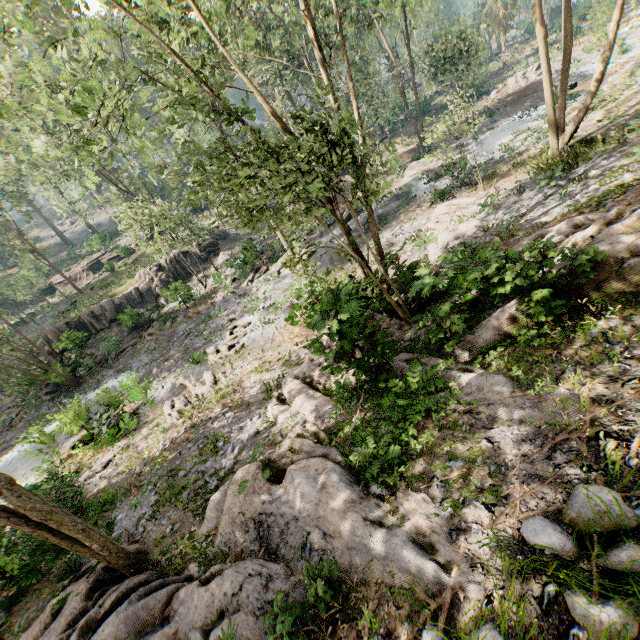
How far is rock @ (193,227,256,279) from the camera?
33.1m

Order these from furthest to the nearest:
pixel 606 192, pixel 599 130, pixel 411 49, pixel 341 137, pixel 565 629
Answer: pixel 411 49
pixel 599 130
pixel 606 192
pixel 341 137
pixel 565 629

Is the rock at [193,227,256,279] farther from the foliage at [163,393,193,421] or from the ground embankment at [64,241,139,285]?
the ground embankment at [64,241,139,285]

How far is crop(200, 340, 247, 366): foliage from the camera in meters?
18.6

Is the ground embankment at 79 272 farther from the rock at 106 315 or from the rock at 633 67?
the rock at 633 67

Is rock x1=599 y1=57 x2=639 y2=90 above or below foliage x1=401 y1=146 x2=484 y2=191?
above

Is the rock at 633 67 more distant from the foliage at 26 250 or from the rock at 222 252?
the rock at 222 252
